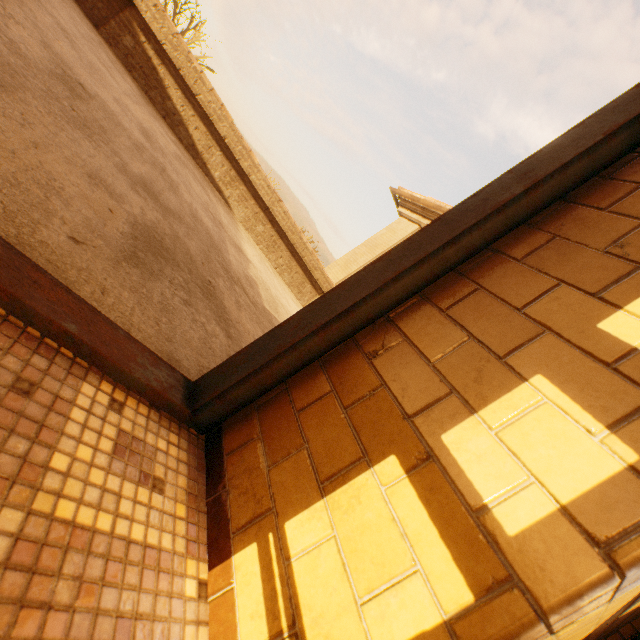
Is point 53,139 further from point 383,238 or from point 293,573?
point 383,238
